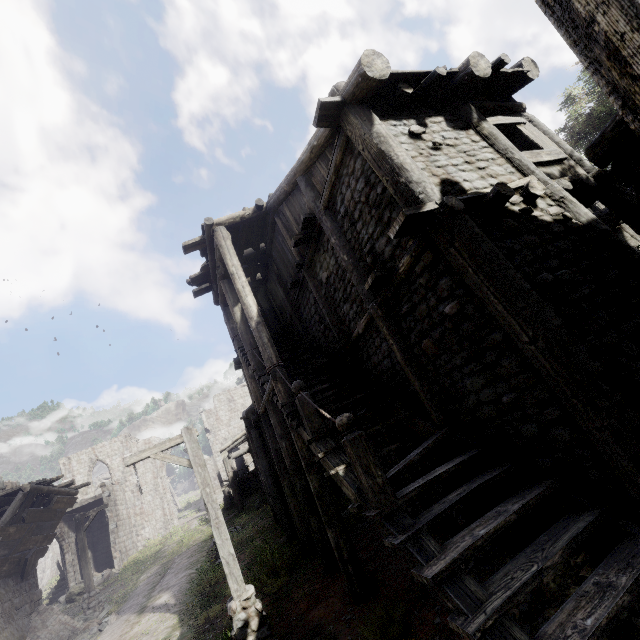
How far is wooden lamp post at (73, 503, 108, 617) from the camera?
15.0m

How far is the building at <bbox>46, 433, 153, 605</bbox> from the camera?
25.0m

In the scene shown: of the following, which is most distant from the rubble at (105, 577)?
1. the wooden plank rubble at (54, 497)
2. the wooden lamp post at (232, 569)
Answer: the wooden lamp post at (232, 569)

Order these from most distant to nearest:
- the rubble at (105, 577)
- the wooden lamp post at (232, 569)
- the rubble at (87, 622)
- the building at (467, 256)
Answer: the rubble at (105, 577), the rubble at (87, 622), the wooden lamp post at (232, 569), the building at (467, 256)

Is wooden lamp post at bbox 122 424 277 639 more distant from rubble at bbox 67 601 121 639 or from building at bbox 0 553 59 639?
rubble at bbox 67 601 121 639

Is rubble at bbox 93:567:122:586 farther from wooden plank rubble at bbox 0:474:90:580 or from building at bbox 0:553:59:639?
wooden plank rubble at bbox 0:474:90:580

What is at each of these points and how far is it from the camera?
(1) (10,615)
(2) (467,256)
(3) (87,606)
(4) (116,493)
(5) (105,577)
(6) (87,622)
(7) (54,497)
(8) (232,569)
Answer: (1) building, 11.9m
(2) building, 4.4m
(3) wooden lamp post, 15.0m
(4) building, 28.8m
(5) rubble, 22.8m
(6) rubble, 13.4m
(7) wooden plank rubble, 13.6m
(8) wooden lamp post, 6.6m

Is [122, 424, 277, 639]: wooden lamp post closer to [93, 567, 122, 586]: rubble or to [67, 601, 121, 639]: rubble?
[67, 601, 121, 639]: rubble
